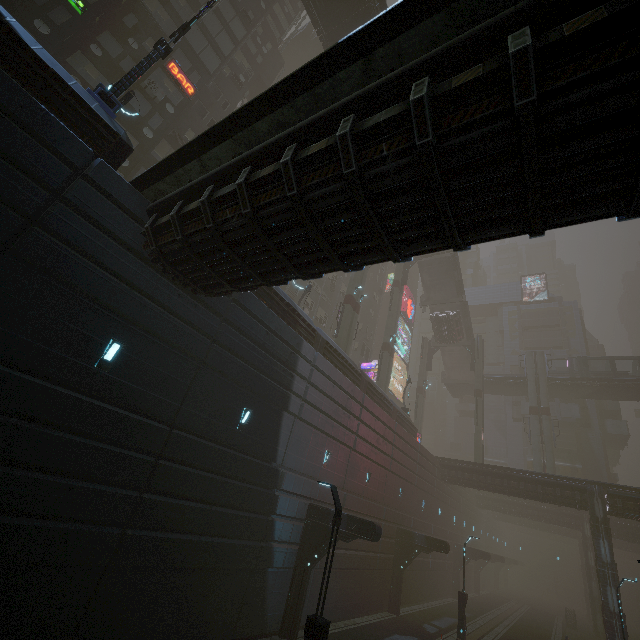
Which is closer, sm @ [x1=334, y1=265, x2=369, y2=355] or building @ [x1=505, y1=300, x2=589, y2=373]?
sm @ [x1=334, y1=265, x2=369, y2=355]

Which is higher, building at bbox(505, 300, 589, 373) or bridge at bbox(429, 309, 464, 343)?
building at bbox(505, 300, 589, 373)

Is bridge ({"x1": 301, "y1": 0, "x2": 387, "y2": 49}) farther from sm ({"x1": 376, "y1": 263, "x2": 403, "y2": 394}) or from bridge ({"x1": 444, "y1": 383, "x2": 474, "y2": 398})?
bridge ({"x1": 444, "y1": 383, "x2": 474, "y2": 398})

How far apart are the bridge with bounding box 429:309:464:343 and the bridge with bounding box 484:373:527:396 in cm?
765

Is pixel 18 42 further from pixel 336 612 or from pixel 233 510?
pixel 336 612

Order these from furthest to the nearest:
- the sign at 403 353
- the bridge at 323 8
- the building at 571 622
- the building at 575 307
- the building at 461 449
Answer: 1. the building at 461 449
2. the building at 575 307
3. the sign at 403 353
4. the building at 571 622
5. the bridge at 323 8

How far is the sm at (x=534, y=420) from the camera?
37.8 meters
